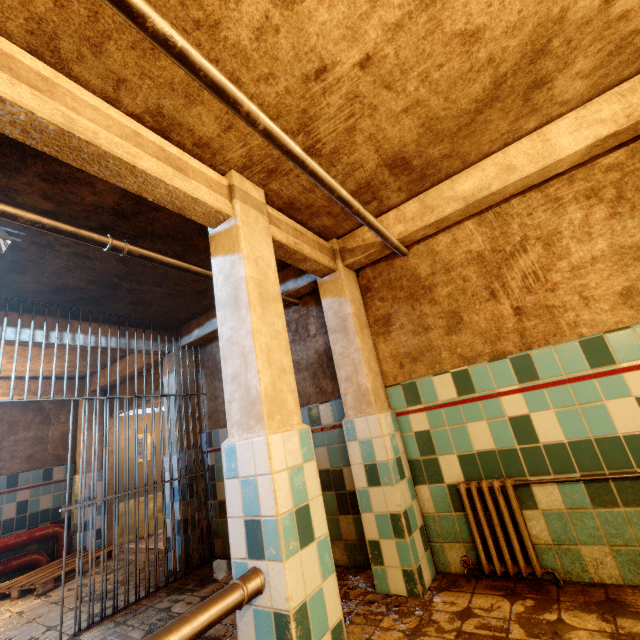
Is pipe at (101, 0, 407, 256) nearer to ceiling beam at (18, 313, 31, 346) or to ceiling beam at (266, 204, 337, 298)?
ceiling beam at (266, 204, 337, 298)

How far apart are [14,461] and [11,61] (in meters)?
6.41

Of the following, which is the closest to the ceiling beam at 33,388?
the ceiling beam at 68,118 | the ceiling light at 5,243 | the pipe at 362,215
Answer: the ceiling beam at 68,118

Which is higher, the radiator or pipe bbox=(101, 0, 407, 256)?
pipe bbox=(101, 0, 407, 256)

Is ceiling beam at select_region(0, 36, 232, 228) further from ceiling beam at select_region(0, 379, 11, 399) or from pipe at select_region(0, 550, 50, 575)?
pipe at select_region(0, 550, 50, 575)

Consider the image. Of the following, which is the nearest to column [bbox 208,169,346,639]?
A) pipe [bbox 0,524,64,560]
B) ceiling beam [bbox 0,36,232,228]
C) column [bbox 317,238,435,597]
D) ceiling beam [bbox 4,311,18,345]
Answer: ceiling beam [bbox 0,36,232,228]

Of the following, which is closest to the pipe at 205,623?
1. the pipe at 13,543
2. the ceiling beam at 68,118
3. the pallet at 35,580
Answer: the ceiling beam at 68,118

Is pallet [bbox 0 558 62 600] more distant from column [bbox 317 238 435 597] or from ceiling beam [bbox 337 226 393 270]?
ceiling beam [bbox 337 226 393 270]
